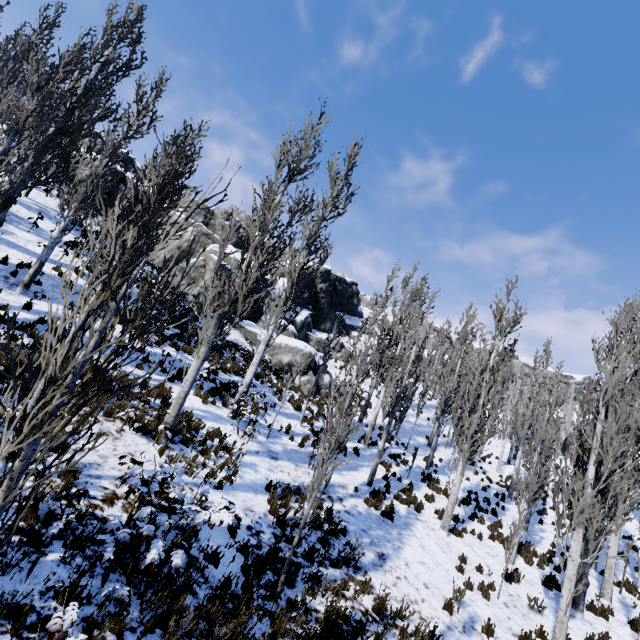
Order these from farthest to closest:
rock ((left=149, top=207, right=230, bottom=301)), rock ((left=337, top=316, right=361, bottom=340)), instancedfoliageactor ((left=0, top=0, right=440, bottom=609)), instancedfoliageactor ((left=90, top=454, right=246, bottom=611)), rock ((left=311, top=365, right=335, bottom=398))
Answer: rock ((left=337, top=316, right=361, bottom=340)) < rock ((left=311, top=365, right=335, bottom=398)) < rock ((left=149, top=207, right=230, bottom=301)) < instancedfoliageactor ((left=90, top=454, right=246, bottom=611)) < instancedfoliageactor ((left=0, top=0, right=440, bottom=609))

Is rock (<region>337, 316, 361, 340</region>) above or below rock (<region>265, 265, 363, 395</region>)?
above

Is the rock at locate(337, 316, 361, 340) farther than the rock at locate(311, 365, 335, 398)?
Yes

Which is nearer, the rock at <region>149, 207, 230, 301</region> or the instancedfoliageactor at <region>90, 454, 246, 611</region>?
the instancedfoliageactor at <region>90, 454, 246, 611</region>

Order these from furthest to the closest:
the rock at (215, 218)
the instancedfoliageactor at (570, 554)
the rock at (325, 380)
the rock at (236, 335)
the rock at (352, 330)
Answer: the rock at (352, 330), the rock at (325, 380), the rock at (215, 218), the rock at (236, 335), the instancedfoliageactor at (570, 554)

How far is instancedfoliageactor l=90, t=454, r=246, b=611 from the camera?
3.86m

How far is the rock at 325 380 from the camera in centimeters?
2238cm

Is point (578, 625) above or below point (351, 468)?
below
